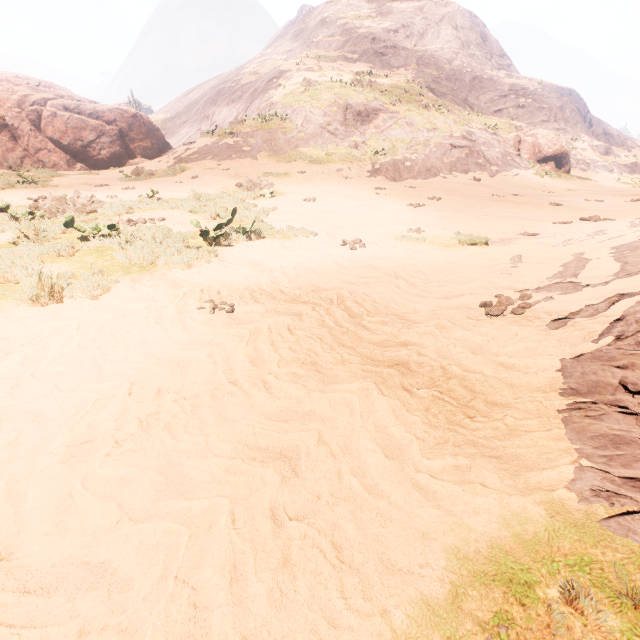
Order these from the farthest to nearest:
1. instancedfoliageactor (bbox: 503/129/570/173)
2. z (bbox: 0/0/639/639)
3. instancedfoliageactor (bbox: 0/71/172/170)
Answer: instancedfoliageactor (bbox: 503/129/570/173) → instancedfoliageactor (bbox: 0/71/172/170) → z (bbox: 0/0/639/639)

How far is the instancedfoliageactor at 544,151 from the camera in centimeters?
2405cm

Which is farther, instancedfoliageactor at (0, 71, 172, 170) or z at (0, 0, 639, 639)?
instancedfoliageactor at (0, 71, 172, 170)

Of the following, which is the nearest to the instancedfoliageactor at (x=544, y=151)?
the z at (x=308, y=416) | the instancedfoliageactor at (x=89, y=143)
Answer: the z at (x=308, y=416)

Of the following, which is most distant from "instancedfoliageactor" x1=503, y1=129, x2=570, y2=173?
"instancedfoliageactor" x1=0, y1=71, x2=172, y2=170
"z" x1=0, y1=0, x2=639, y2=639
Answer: "instancedfoliageactor" x1=0, y1=71, x2=172, y2=170

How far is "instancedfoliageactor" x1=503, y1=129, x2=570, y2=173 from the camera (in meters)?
24.05

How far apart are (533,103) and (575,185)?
25.65m

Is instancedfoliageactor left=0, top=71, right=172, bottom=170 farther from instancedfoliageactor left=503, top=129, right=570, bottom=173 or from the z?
instancedfoliageactor left=503, top=129, right=570, bottom=173
